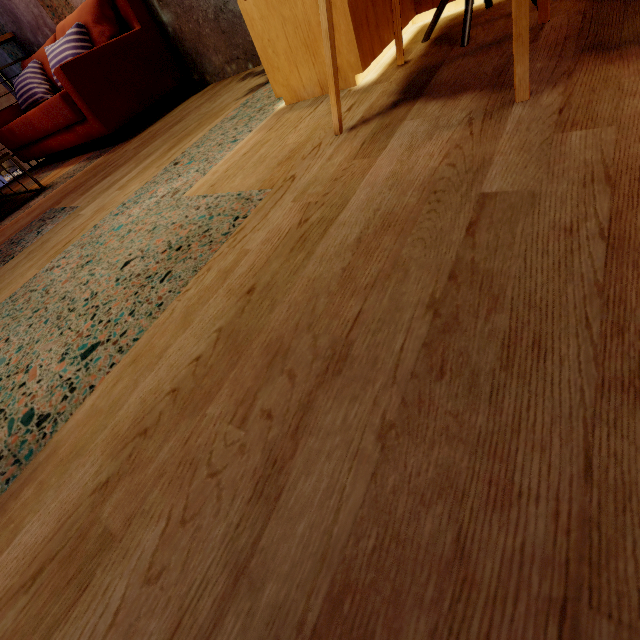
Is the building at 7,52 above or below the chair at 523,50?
above

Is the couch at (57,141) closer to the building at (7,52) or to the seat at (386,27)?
the building at (7,52)

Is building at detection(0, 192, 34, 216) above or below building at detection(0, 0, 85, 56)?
below

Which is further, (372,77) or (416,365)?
(372,77)

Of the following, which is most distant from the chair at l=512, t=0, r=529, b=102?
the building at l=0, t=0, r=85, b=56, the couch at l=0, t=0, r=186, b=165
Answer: the couch at l=0, t=0, r=186, b=165

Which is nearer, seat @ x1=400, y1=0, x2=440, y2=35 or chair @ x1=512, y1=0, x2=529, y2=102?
chair @ x1=512, y1=0, x2=529, y2=102

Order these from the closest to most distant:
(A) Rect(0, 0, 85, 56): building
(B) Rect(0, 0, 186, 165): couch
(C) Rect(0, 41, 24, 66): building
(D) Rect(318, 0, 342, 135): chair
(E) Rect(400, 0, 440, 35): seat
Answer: (D) Rect(318, 0, 342, 135): chair → (E) Rect(400, 0, 440, 35): seat → (B) Rect(0, 0, 186, 165): couch → (A) Rect(0, 0, 85, 56): building → (C) Rect(0, 41, 24, 66): building

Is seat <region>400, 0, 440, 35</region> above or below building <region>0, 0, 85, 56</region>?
below
